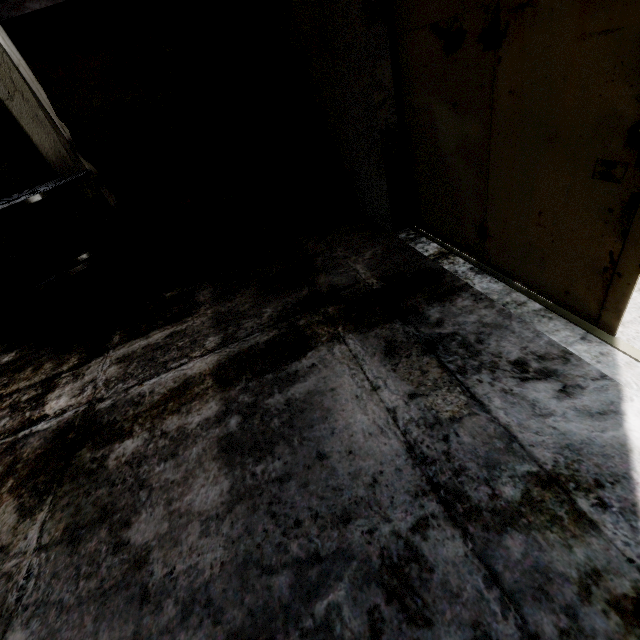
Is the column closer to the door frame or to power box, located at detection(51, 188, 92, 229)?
power box, located at detection(51, 188, 92, 229)

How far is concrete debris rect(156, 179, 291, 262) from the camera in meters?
6.1 m

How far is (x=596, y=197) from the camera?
2.0m

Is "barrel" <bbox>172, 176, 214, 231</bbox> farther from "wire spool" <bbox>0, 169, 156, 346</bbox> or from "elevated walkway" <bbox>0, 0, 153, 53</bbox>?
"elevated walkway" <bbox>0, 0, 153, 53</bbox>

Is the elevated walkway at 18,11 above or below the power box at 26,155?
above

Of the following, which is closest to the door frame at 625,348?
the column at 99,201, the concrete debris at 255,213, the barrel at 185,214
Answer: the concrete debris at 255,213

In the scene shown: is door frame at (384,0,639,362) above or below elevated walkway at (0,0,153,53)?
below

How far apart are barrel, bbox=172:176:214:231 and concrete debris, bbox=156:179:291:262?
0.01m
